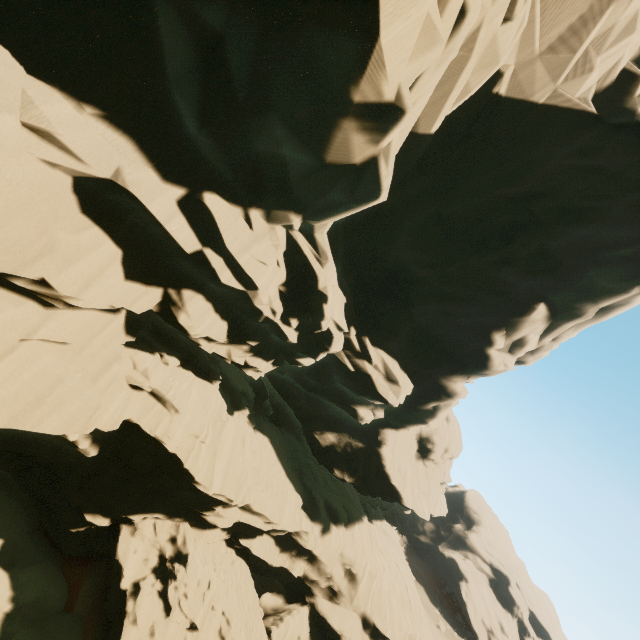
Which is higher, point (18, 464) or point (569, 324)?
point (569, 324)

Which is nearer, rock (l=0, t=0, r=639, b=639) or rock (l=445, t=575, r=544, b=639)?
rock (l=0, t=0, r=639, b=639)

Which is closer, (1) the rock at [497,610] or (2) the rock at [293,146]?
(2) the rock at [293,146]
